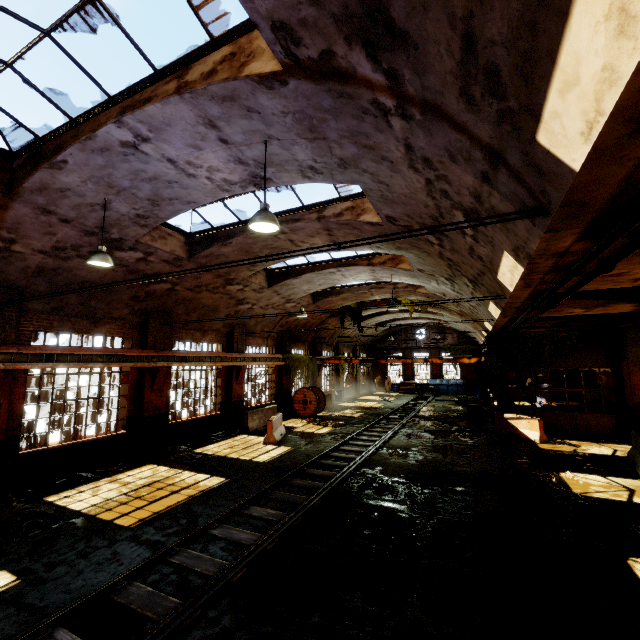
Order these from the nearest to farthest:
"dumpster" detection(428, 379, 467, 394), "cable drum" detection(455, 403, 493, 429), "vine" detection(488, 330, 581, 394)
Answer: "vine" detection(488, 330, 581, 394)
"cable drum" detection(455, 403, 493, 429)
"dumpster" detection(428, 379, 467, 394)

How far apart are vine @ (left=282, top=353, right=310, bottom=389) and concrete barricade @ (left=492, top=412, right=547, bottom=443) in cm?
1176

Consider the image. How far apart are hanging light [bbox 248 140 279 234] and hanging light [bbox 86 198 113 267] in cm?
417

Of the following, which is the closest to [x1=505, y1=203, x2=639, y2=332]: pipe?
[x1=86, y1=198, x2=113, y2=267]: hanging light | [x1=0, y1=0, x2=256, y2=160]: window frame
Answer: [x1=0, y1=0, x2=256, y2=160]: window frame

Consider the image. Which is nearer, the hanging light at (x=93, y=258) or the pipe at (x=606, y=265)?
the pipe at (x=606, y=265)

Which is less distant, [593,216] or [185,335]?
[593,216]

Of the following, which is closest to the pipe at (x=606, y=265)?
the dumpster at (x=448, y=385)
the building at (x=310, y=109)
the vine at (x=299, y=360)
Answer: the building at (x=310, y=109)

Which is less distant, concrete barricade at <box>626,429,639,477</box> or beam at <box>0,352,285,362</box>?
beam at <box>0,352,285,362</box>
